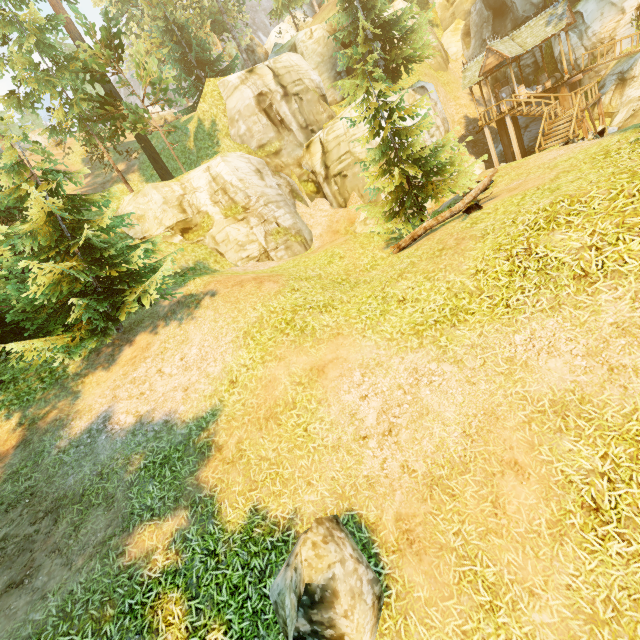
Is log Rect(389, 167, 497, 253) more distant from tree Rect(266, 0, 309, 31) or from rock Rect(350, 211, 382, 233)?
rock Rect(350, 211, 382, 233)

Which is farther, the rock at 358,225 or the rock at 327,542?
the rock at 358,225

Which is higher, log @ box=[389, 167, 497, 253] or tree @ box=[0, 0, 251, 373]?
tree @ box=[0, 0, 251, 373]

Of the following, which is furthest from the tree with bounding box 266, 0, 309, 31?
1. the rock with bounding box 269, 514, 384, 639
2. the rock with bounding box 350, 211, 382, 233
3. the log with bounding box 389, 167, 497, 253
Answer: the rock with bounding box 350, 211, 382, 233

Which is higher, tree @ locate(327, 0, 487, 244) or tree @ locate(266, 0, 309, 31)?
tree @ locate(266, 0, 309, 31)

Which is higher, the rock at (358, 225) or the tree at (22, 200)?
the tree at (22, 200)

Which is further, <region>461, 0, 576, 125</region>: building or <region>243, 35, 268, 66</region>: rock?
<region>243, 35, 268, 66</region>: rock

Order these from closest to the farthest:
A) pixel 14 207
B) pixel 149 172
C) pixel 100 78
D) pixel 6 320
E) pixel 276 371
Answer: pixel 276 371 < pixel 6 320 < pixel 14 207 < pixel 100 78 < pixel 149 172
